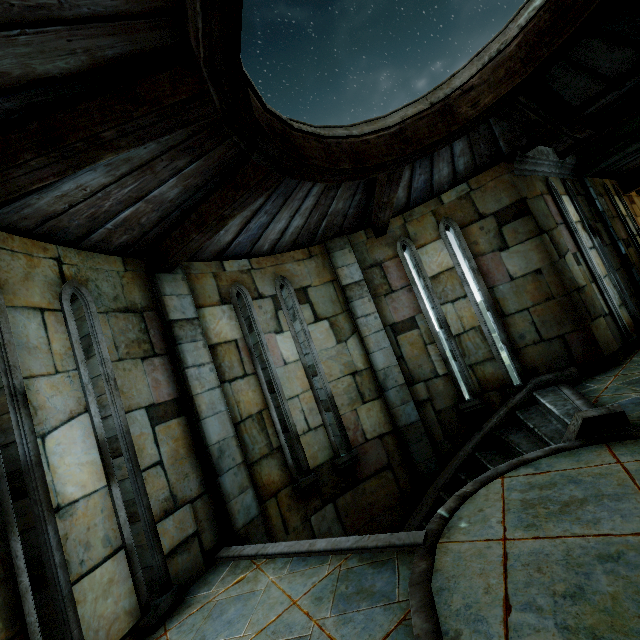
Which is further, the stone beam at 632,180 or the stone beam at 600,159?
the stone beam at 632,180

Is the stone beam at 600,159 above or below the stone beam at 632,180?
above

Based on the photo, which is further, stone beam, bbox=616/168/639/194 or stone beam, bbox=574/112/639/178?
stone beam, bbox=616/168/639/194

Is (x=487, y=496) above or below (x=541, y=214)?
below

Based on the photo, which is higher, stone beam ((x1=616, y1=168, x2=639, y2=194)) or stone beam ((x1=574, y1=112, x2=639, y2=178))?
stone beam ((x1=574, y1=112, x2=639, y2=178))
